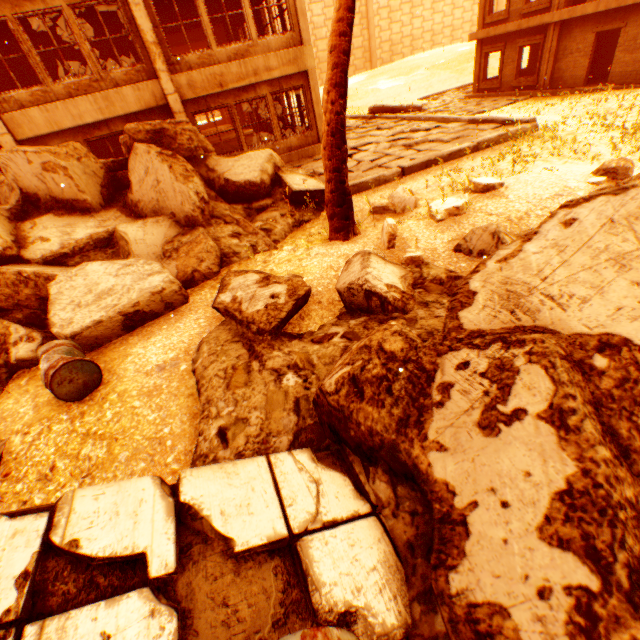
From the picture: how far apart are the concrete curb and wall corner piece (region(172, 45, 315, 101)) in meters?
5.5

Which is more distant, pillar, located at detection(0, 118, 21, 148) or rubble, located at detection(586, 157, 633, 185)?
pillar, located at detection(0, 118, 21, 148)

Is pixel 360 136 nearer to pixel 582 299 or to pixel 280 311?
pixel 280 311

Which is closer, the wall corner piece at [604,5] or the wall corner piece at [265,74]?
the wall corner piece at [265,74]

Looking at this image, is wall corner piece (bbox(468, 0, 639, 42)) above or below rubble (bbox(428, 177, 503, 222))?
above

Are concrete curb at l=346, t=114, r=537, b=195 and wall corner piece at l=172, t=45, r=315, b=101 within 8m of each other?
yes

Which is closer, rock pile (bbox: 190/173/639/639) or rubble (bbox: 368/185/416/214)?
rock pile (bbox: 190/173/639/639)

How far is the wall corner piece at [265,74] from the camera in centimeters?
1048cm
